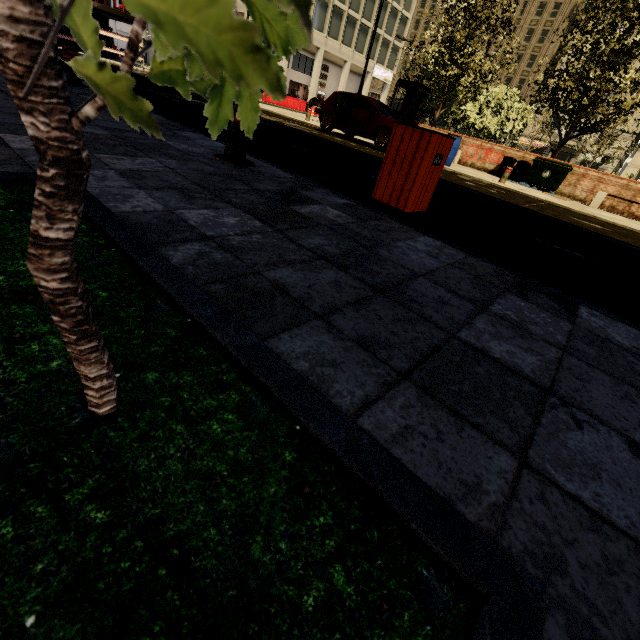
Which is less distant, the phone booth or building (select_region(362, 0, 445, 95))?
the phone booth

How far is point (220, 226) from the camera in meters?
1.9 m

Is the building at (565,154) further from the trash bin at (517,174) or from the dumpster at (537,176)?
the dumpster at (537,176)

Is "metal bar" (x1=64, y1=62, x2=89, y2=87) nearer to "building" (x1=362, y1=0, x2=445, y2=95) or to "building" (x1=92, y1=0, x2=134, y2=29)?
"building" (x1=92, y1=0, x2=134, y2=29)

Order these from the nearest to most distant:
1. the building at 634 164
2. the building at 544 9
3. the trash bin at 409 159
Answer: the trash bin at 409 159
the building at 634 164
the building at 544 9

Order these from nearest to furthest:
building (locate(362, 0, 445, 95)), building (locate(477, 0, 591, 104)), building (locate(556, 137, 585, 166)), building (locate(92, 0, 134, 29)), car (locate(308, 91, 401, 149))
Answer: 1. car (locate(308, 91, 401, 149))
2. building (locate(92, 0, 134, 29))
3. building (locate(362, 0, 445, 95))
4. building (locate(477, 0, 591, 104))
5. building (locate(556, 137, 585, 166))

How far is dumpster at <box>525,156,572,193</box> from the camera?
13.0m

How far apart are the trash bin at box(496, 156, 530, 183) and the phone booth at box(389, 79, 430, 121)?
5.5m
